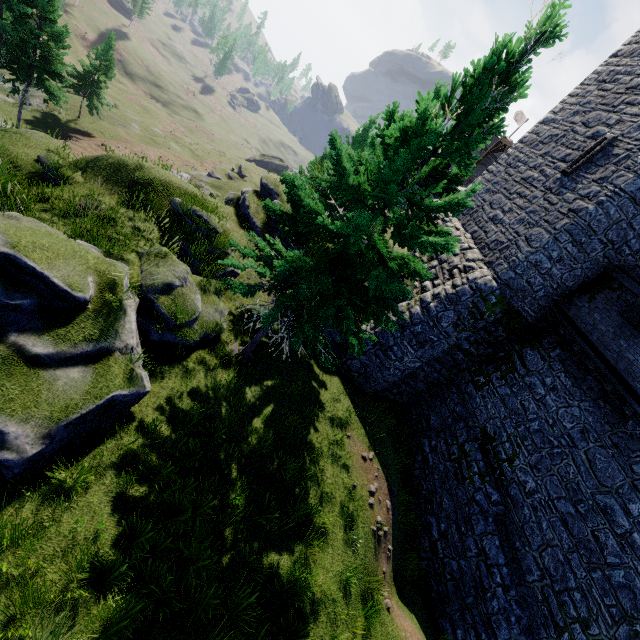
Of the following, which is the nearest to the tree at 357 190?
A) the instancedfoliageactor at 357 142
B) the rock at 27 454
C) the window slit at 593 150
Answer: the rock at 27 454

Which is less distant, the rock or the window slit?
the rock

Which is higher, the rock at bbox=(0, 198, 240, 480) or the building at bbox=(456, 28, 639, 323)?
the building at bbox=(456, 28, 639, 323)

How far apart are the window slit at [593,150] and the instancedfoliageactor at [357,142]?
20.0 meters

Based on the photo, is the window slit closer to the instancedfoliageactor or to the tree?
the tree

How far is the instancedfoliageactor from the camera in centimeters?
3033cm

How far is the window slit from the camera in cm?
1342

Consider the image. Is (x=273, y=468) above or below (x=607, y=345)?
below
